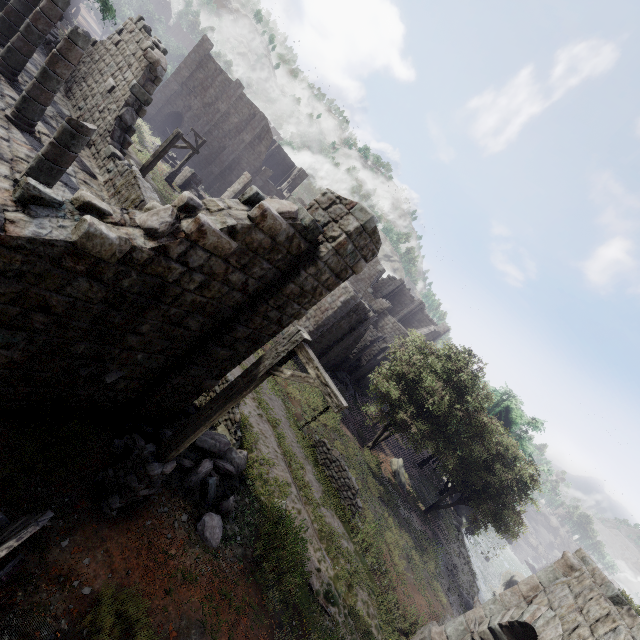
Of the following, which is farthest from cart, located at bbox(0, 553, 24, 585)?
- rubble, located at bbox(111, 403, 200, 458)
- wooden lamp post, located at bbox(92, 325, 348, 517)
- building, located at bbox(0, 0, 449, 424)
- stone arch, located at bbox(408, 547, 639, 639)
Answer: stone arch, located at bbox(408, 547, 639, 639)

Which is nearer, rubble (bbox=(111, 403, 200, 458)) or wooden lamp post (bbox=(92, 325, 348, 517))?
wooden lamp post (bbox=(92, 325, 348, 517))

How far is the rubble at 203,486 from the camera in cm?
715

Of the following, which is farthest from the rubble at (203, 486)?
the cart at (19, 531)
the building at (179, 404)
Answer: the cart at (19, 531)

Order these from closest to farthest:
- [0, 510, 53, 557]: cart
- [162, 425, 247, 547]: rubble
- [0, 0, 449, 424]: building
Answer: [0, 510, 53, 557]: cart, [0, 0, 449, 424]: building, [162, 425, 247, 547]: rubble

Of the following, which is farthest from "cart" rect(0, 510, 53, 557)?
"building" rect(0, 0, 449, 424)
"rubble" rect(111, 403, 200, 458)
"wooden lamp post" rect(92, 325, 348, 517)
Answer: "rubble" rect(111, 403, 200, 458)

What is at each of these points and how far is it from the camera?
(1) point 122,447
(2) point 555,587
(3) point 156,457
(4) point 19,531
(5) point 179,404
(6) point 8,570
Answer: (1) rubble, 6.8m
(2) stone arch, 8.7m
(3) wooden lamp post, 5.8m
(4) cart, 3.7m
(5) building, 8.0m
(6) cart, 3.6m

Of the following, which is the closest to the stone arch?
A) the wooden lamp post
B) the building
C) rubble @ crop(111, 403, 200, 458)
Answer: the building
